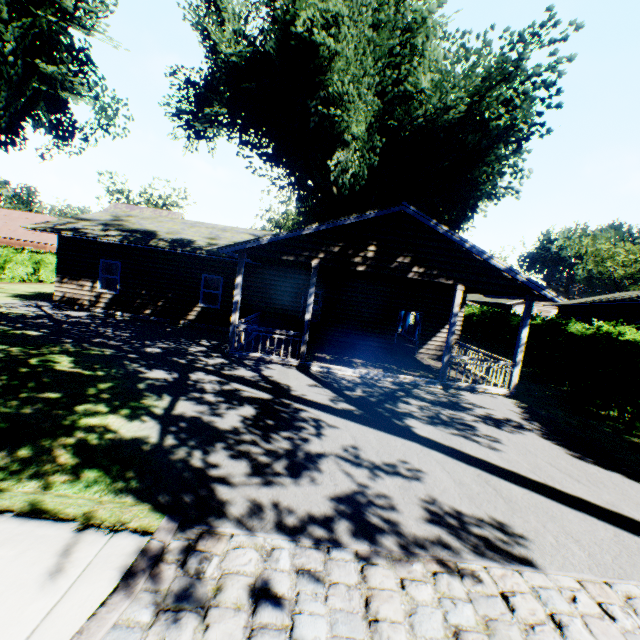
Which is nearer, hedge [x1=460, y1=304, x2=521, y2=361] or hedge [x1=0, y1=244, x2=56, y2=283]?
hedge [x1=460, y1=304, x2=521, y2=361]

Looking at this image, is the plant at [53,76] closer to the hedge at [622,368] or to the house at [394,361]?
the house at [394,361]

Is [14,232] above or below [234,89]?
below

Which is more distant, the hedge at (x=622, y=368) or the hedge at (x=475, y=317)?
the hedge at (x=475, y=317)

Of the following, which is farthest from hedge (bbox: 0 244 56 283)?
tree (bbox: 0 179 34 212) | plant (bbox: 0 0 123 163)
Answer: plant (bbox: 0 0 123 163)

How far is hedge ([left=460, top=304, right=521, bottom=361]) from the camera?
18.9 meters

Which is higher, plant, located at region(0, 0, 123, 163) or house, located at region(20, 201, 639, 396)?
plant, located at region(0, 0, 123, 163)
